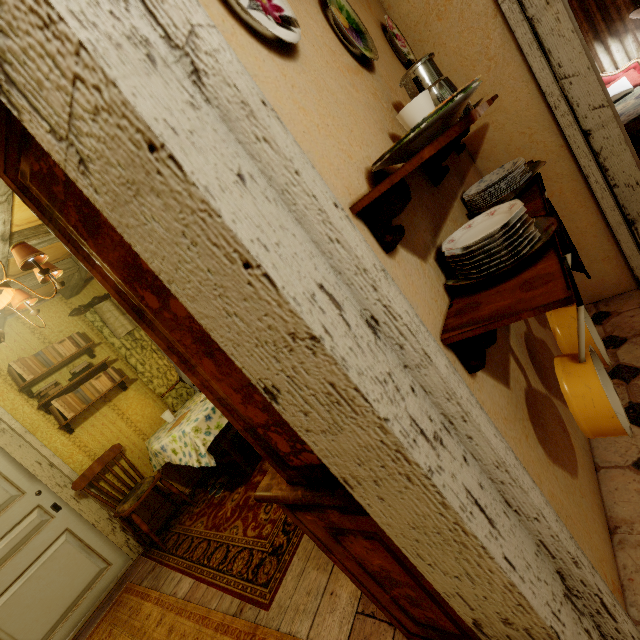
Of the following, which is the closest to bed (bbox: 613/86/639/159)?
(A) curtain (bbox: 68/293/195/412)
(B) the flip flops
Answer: (A) curtain (bbox: 68/293/195/412)

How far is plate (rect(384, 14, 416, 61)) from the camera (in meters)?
1.62

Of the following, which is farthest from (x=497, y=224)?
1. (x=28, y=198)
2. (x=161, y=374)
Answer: (x=161, y=374)

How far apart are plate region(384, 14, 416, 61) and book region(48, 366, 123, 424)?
4.1 meters

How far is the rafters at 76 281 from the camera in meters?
3.3

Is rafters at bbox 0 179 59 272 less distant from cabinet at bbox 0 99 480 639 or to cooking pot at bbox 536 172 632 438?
cabinet at bbox 0 99 480 639

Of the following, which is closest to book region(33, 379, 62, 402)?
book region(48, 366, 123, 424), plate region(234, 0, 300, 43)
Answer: book region(48, 366, 123, 424)

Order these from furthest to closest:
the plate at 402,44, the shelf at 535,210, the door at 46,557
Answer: the door at 46,557 < the plate at 402,44 < the shelf at 535,210
